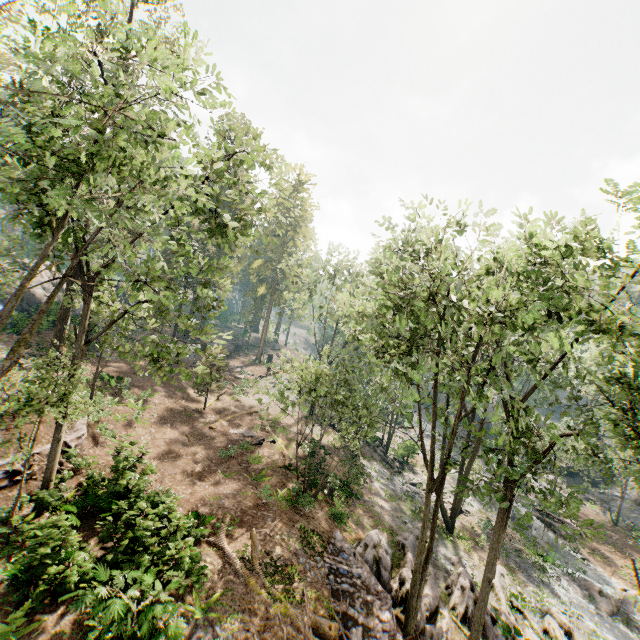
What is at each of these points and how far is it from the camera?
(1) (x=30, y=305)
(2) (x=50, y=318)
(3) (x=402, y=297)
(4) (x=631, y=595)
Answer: (1) rock, 34.2m
(2) rock, 31.0m
(3) foliage, 15.8m
(4) foliage, 24.3m

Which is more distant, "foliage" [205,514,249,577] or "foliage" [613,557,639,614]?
"foliage" [613,557,639,614]

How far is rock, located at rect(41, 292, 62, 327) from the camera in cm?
3096

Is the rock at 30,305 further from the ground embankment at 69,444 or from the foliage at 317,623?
the ground embankment at 69,444

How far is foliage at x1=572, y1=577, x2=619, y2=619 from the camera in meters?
22.4

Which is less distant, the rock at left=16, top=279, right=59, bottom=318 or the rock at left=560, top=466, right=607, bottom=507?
the rock at left=16, top=279, right=59, bottom=318

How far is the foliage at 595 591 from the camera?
22.4 meters

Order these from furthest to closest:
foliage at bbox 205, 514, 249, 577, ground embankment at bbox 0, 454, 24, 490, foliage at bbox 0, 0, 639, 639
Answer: ground embankment at bbox 0, 454, 24, 490 < foliage at bbox 205, 514, 249, 577 < foliage at bbox 0, 0, 639, 639
